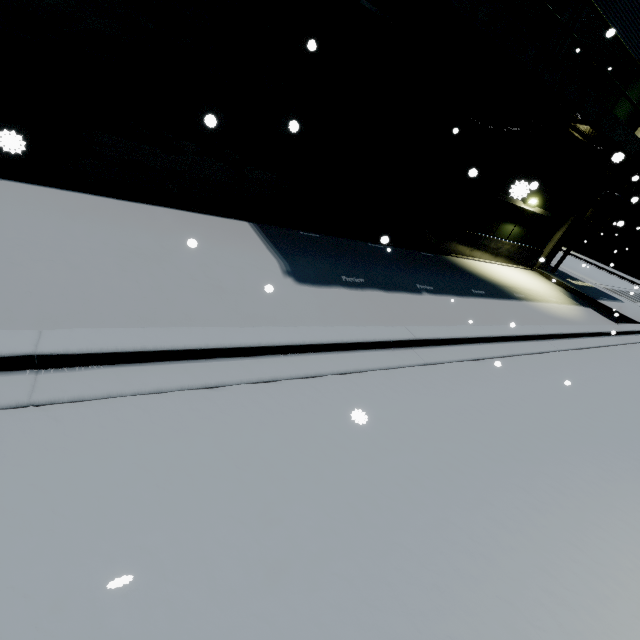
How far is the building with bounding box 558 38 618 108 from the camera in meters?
10.0

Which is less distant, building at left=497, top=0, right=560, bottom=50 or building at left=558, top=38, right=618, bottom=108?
building at left=497, top=0, right=560, bottom=50

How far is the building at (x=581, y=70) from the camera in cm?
1003

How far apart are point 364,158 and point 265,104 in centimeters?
320cm

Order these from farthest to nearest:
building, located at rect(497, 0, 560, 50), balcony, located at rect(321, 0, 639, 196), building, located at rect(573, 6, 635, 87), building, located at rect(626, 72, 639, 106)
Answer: building, located at rect(626, 72, 639, 106) → building, located at rect(573, 6, 635, 87) → building, located at rect(497, 0, 560, 50) → balcony, located at rect(321, 0, 639, 196)

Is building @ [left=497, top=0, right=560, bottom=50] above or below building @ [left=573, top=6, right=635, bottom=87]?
below

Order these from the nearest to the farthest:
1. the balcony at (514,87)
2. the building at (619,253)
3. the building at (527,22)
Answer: the balcony at (514,87)
the building at (527,22)
the building at (619,253)
